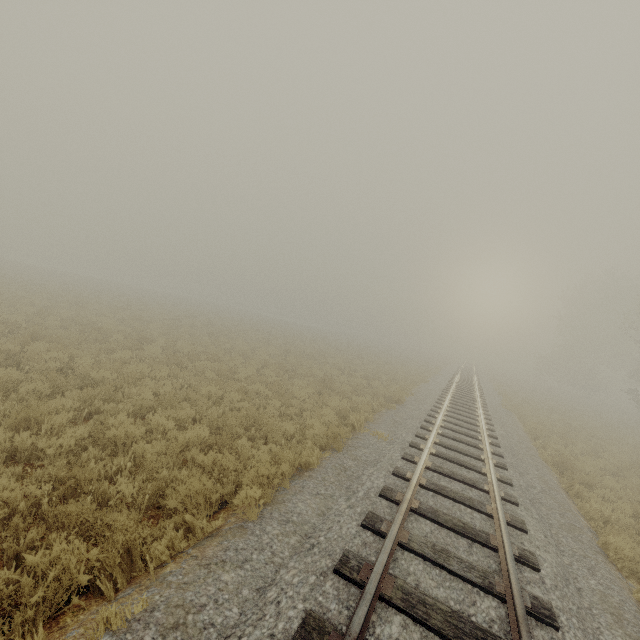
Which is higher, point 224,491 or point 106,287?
point 106,287
